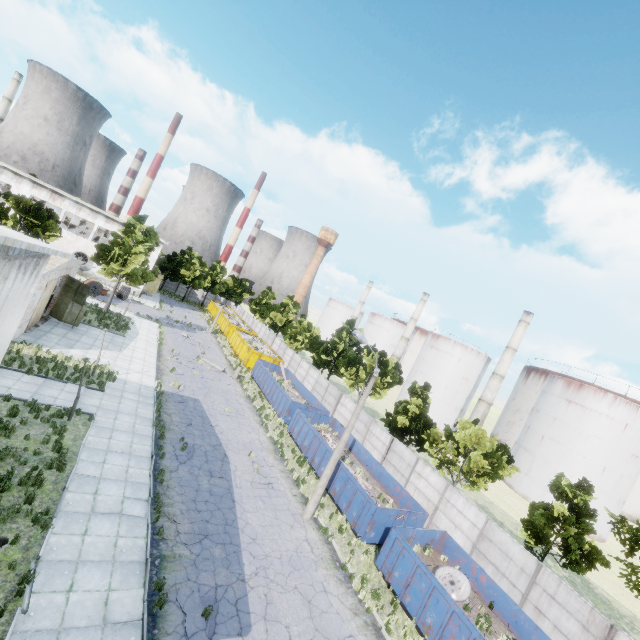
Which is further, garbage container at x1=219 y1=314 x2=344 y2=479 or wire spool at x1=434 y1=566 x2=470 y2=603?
garbage container at x1=219 y1=314 x2=344 y2=479

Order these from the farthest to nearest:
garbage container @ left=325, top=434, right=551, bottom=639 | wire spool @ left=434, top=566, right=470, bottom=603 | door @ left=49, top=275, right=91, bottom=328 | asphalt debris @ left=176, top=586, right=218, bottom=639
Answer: door @ left=49, top=275, right=91, bottom=328, wire spool @ left=434, top=566, right=470, bottom=603, garbage container @ left=325, top=434, right=551, bottom=639, asphalt debris @ left=176, top=586, right=218, bottom=639

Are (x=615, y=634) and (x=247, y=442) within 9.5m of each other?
no

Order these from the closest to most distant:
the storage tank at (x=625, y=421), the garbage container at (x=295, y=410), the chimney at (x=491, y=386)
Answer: the garbage container at (x=295, y=410)
the storage tank at (x=625, y=421)
the chimney at (x=491, y=386)

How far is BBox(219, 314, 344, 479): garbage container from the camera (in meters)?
23.38

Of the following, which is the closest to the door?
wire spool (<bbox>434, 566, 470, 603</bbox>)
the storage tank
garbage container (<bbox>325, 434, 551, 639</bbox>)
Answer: garbage container (<bbox>325, 434, 551, 639</bbox>)

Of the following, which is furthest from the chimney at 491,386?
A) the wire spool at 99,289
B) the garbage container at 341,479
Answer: the wire spool at 99,289

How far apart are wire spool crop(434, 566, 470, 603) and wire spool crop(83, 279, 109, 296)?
44.1 meters
